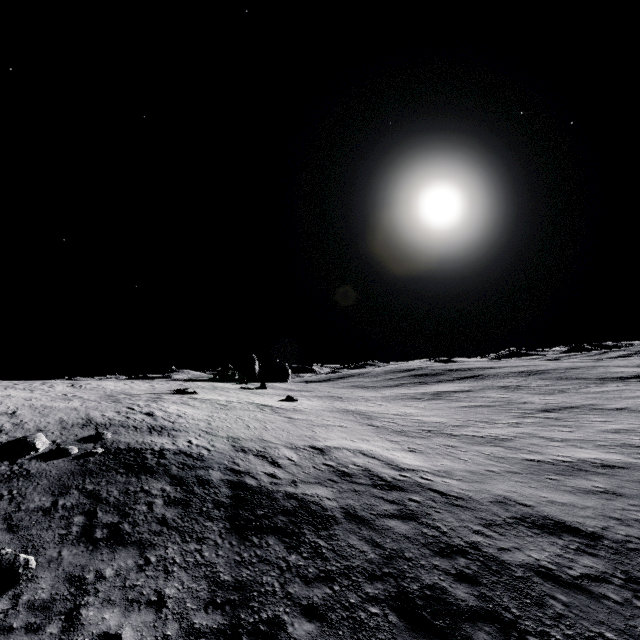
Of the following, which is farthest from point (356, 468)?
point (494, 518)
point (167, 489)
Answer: point (167, 489)

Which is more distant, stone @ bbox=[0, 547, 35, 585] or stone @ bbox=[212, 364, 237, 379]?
stone @ bbox=[212, 364, 237, 379]

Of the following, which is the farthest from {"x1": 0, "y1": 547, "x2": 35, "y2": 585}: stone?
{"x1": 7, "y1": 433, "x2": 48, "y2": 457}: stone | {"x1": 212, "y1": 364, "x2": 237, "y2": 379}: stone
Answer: Result: {"x1": 212, "y1": 364, "x2": 237, "y2": 379}: stone

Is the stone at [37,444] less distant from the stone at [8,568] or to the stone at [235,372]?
the stone at [8,568]

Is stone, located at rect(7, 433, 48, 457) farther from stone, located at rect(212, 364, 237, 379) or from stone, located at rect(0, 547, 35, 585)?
stone, located at rect(212, 364, 237, 379)

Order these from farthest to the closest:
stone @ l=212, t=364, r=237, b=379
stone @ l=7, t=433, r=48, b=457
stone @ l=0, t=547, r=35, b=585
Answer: stone @ l=212, t=364, r=237, b=379
stone @ l=7, t=433, r=48, b=457
stone @ l=0, t=547, r=35, b=585

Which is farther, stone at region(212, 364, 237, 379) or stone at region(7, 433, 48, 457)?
stone at region(212, 364, 237, 379)

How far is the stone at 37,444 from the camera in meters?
13.9 m
